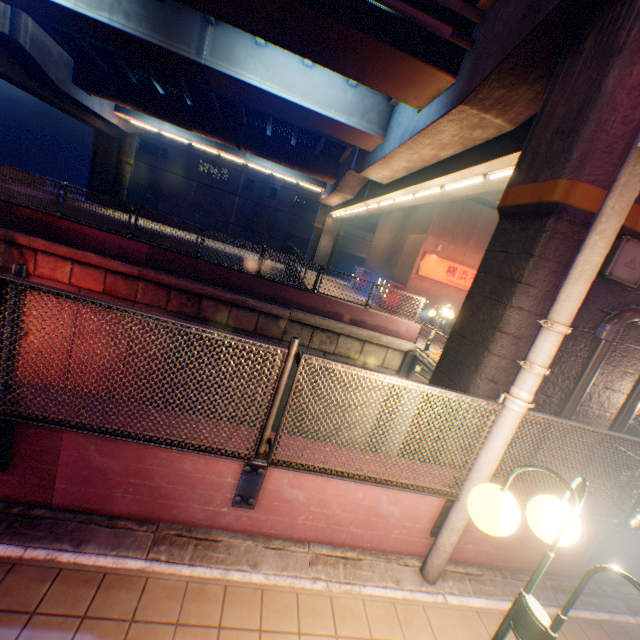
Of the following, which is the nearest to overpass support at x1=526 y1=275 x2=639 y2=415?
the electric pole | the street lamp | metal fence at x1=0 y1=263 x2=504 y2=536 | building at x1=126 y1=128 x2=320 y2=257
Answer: metal fence at x1=0 y1=263 x2=504 y2=536

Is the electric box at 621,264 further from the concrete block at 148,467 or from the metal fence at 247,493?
the concrete block at 148,467

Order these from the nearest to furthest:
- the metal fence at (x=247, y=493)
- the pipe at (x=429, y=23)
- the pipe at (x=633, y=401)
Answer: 1. the metal fence at (x=247, y=493)
2. the pipe at (x=633, y=401)
3. the pipe at (x=429, y=23)

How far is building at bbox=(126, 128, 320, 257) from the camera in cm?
4025

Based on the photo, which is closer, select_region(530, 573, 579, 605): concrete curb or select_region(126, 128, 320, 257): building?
select_region(530, 573, 579, 605): concrete curb

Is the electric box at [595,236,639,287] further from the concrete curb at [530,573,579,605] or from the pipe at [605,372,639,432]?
the concrete curb at [530,573,579,605]

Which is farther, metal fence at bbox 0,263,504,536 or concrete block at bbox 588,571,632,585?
concrete block at bbox 588,571,632,585

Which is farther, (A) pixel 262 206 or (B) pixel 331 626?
(A) pixel 262 206
